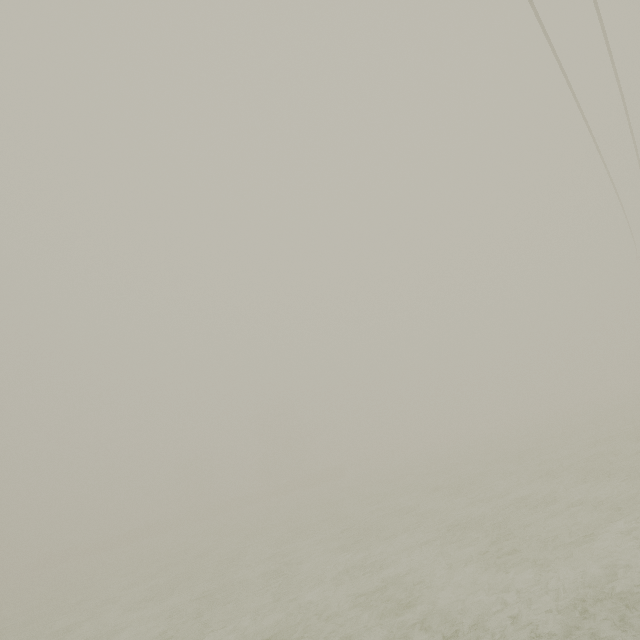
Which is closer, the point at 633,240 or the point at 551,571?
the point at 551,571
